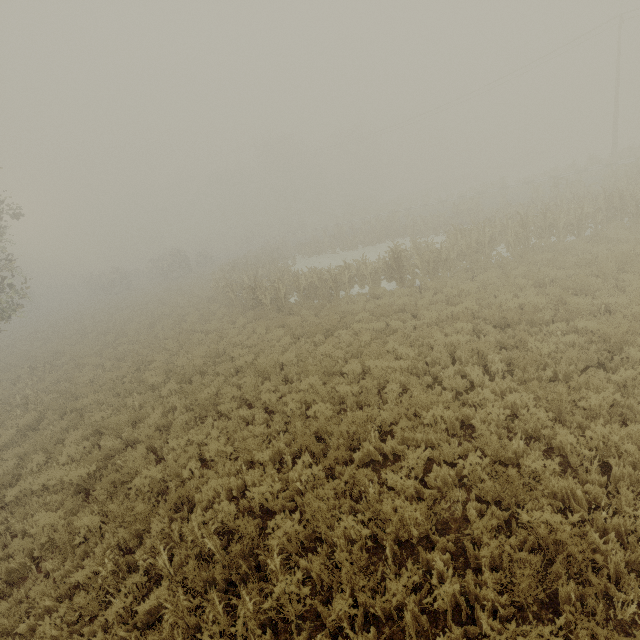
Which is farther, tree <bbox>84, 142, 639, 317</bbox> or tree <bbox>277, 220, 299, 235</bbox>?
tree <bbox>277, 220, 299, 235</bbox>

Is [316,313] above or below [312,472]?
below

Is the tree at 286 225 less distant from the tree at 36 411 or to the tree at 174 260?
the tree at 174 260

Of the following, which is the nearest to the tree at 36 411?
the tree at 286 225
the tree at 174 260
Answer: the tree at 174 260

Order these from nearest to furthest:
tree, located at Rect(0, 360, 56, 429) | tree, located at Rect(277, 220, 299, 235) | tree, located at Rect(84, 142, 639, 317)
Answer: tree, located at Rect(0, 360, 56, 429), tree, located at Rect(84, 142, 639, 317), tree, located at Rect(277, 220, 299, 235)

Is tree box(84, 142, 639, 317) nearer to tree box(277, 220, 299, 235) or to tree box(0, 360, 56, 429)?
tree box(0, 360, 56, 429)

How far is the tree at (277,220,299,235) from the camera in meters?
54.9 m

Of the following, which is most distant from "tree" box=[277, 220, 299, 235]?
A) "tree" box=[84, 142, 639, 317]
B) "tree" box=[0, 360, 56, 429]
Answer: "tree" box=[0, 360, 56, 429]
